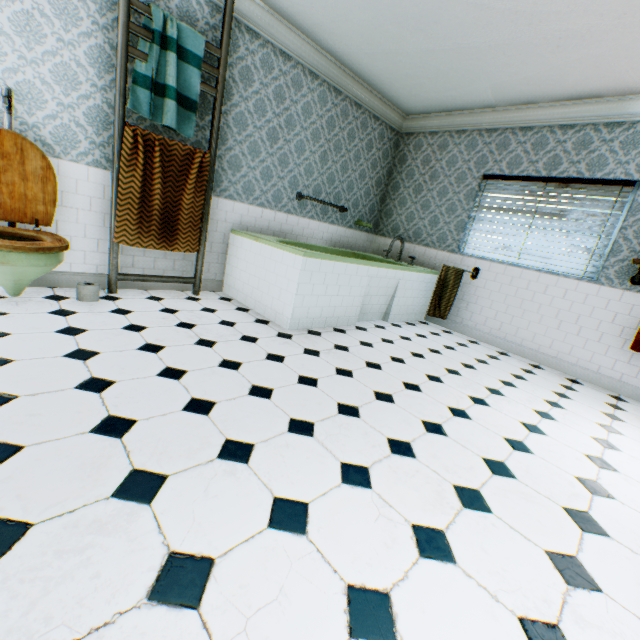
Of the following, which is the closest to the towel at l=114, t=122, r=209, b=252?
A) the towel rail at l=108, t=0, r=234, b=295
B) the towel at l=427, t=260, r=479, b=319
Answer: the towel rail at l=108, t=0, r=234, b=295

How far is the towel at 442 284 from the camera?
4.8m

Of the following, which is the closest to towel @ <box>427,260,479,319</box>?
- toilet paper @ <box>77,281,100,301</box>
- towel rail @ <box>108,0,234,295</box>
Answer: towel rail @ <box>108,0,234,295</box>

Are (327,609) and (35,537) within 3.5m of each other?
yes

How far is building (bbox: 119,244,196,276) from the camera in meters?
3.4 m

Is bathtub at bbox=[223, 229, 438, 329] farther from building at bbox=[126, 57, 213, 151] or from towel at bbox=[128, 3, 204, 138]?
towel at bbox=[128, 3, 204, 138]

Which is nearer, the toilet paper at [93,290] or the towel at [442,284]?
the toilet paper at [93,290]

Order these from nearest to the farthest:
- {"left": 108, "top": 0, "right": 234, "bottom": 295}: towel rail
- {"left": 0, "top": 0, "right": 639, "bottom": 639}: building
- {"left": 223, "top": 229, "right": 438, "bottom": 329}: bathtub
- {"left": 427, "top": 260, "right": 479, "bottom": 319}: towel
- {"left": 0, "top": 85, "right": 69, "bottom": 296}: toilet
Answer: {"left": 0, "top": 0, "right": 639, "bottom": 639}: building → {"left": 0, "top": 85, "right": 69, "bottom": 296}: toilet → {"left": 108, "top": 0, "right": 234, "bottom": 295}: towel rail → {"left": 223, "top": 229, "right": 438, "bottom": 329}: bathtub → {"left": 427, "top": 260, "right": 479, "bottom": 319}: towel
